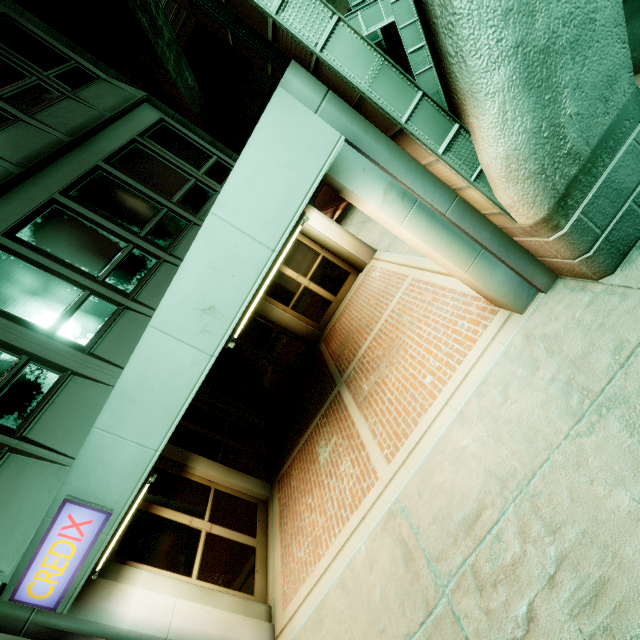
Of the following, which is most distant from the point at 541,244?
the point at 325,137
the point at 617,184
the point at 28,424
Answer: the point at 28,424

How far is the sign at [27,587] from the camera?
3.6 meters

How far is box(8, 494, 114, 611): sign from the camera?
3.62m
